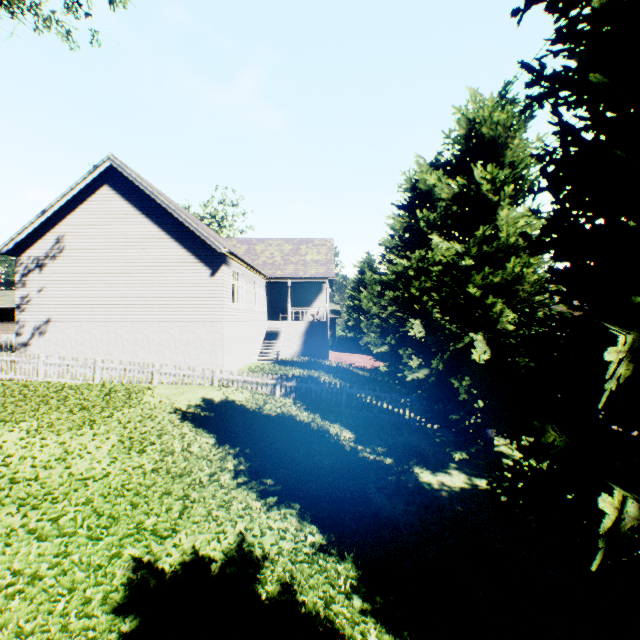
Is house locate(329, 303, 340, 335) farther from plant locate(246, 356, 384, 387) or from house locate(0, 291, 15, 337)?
plant locate(246, 356, 384, 387)

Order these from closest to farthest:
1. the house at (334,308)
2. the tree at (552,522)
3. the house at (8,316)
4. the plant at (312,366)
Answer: the tree at (552,522)
the plant at (312,366)
the house at (8,316)
the house at (334,308)

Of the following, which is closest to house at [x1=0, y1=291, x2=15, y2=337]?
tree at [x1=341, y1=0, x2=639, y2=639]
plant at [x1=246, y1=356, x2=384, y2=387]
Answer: tree at [x1=341, y1=0, x2=639, y2=639]

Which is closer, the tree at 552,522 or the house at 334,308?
the tree at 552,522

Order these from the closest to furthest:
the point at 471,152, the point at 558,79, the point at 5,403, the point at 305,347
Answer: the point at 558,79 → the point at 471,152 → the point at 5,403 → the point at 305,347

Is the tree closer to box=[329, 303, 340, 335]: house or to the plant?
the plant

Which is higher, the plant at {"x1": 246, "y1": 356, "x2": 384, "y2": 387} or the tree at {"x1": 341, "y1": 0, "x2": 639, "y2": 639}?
the tree at {"x1": 341, "y1": 0, "x2": 639, "y2": 639}

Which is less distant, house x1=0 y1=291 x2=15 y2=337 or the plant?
the plant
